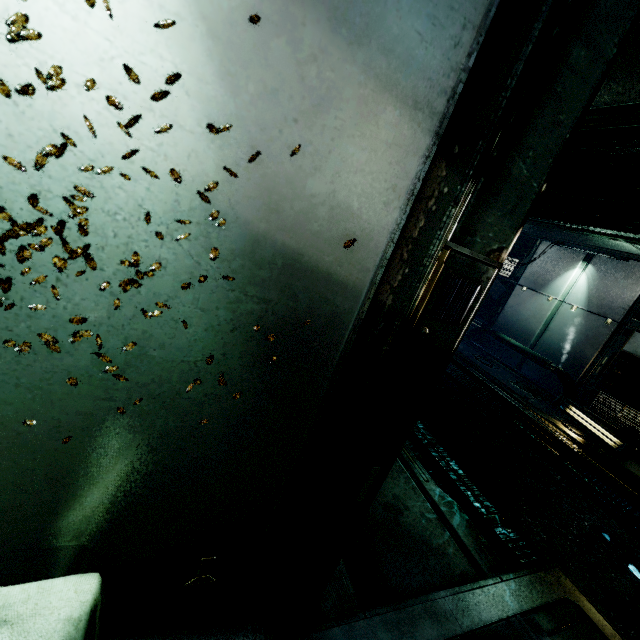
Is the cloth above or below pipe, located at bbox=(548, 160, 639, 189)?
below

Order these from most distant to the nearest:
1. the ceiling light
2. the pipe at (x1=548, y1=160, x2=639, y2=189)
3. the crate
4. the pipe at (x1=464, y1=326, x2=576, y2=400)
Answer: the pipe at (x1=464, y1=326, x2=576, y2=400)
the ceiling light
the pipe at (x1=548, y1=160, x2=639, y2=189)
the crate

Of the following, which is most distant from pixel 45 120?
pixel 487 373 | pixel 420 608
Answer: pixel 487 373

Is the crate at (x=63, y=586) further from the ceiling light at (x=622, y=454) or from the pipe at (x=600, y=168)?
the ceiling light at (x=622, y=454)

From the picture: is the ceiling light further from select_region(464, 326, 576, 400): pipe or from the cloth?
select_region(464, 326, 576, 400): pipe

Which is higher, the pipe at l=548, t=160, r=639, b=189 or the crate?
the pipe at l=548, t=160, r=639, b=189

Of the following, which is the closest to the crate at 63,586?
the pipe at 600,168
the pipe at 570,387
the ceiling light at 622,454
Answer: the pipe at 600,168

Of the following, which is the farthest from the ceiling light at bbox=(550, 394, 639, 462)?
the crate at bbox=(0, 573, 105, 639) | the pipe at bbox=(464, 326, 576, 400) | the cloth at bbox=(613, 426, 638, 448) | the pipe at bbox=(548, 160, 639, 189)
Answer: the crate at bbox=(0, 573, 105, 639)
